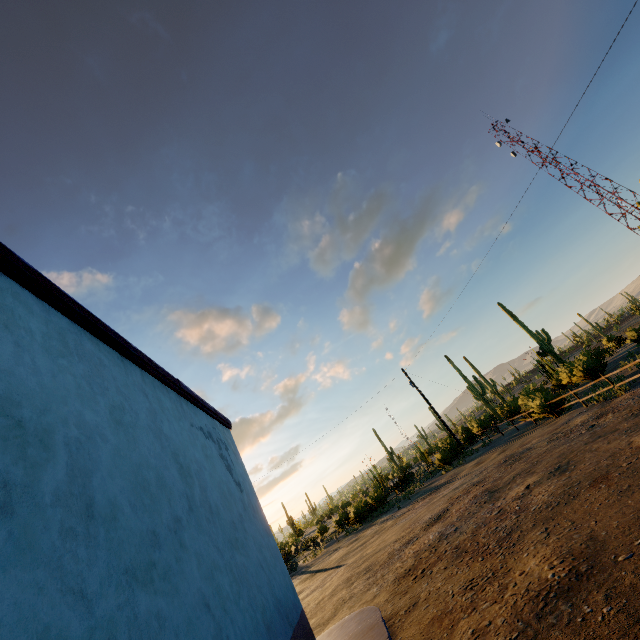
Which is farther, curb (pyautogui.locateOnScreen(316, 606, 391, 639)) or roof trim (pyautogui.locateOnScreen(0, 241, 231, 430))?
curb (pyautogui.locateOnScreen(316, 606, 391, 639))

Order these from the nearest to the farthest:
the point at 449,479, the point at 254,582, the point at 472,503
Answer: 1. the point at 254,582
2. the point at 472,503
3. the point at 449,479

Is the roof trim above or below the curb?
above

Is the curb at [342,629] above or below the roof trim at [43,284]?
below

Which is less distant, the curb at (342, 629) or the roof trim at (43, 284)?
the roof trim at (43, 284)
